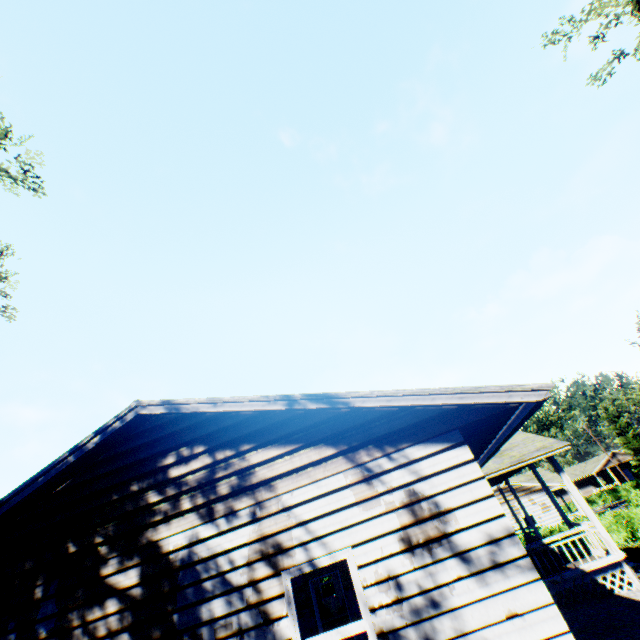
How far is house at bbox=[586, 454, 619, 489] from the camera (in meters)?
57.41

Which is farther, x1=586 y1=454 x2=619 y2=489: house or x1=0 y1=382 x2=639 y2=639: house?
x1=586 y1=454 x2=619 y2=489: house

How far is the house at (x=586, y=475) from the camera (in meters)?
57.41

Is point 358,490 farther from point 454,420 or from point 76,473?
point 76,473

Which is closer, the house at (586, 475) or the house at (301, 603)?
the house at (301, 603)
